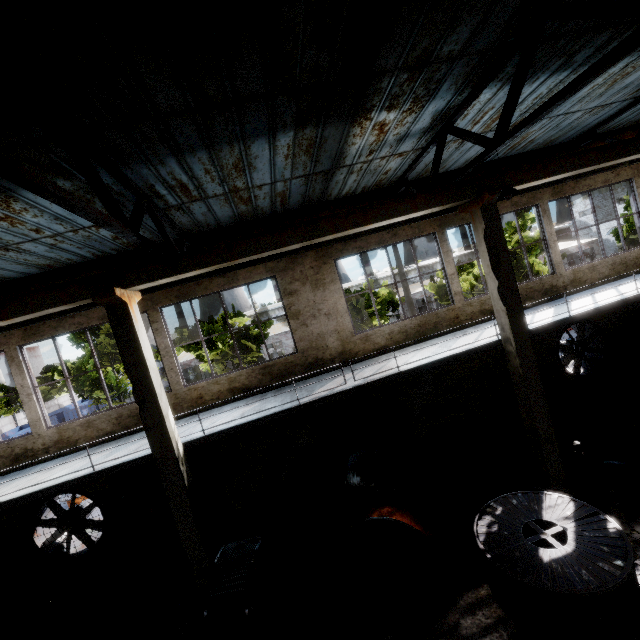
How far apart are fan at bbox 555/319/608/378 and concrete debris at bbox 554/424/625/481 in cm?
184

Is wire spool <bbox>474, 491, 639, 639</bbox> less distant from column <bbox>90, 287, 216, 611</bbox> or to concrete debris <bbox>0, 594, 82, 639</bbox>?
column <bbox>90, 287, 216, 611</bbox>

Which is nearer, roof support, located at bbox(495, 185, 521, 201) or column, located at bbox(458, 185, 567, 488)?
roof support, located at bbox(495, 185, 521, 201)

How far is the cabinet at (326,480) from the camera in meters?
10.4

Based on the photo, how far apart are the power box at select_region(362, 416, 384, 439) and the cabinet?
1.1 meters

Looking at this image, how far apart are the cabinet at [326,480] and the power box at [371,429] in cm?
113

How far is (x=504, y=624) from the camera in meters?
5.7

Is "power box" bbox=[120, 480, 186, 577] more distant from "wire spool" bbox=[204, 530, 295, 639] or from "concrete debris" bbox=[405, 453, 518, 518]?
"concrete debris" bbox=[405, 453, 518, 518]
